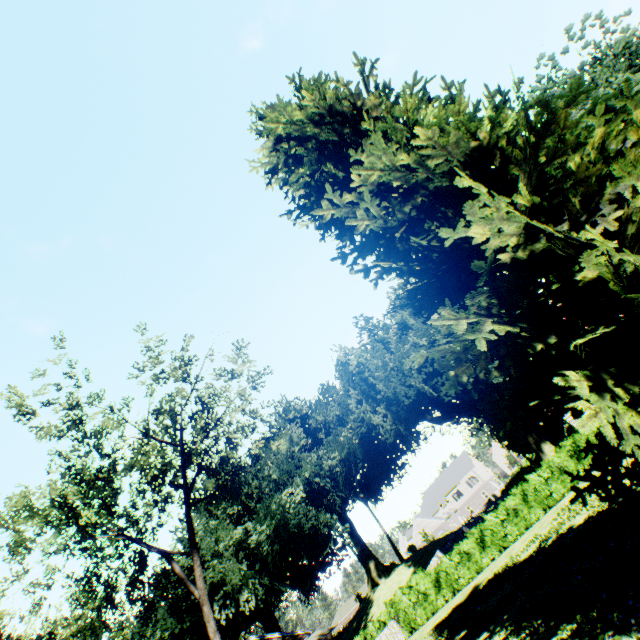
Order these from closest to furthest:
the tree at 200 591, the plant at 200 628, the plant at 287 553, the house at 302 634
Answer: the plant at 287 553, the tree at 200 591, the house at 302 634, the plant at 200 628

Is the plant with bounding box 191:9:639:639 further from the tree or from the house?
the tree

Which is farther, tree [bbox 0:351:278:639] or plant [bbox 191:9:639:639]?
tree [bbox 0:351:278:639]

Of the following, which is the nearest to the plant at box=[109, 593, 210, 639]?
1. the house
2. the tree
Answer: the house

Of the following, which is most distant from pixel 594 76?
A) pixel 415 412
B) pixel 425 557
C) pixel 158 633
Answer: pixel 158 633

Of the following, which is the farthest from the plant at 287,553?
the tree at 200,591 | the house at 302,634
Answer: the tree at 200,591
